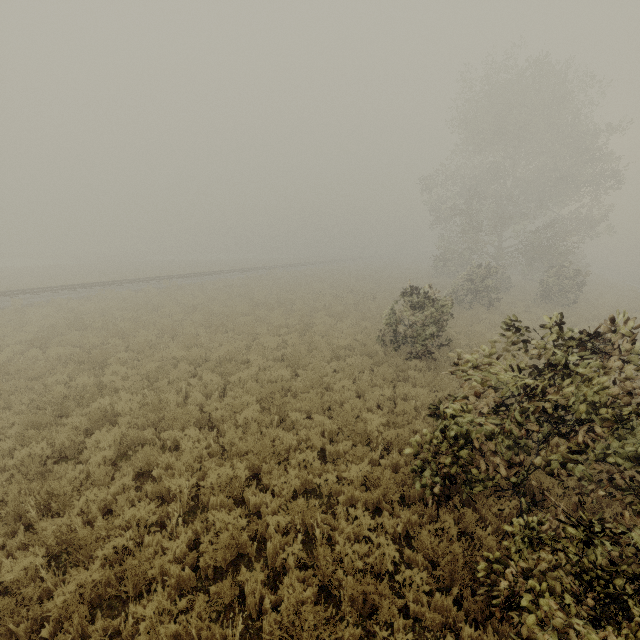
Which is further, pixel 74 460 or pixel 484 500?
pixel 74 460
